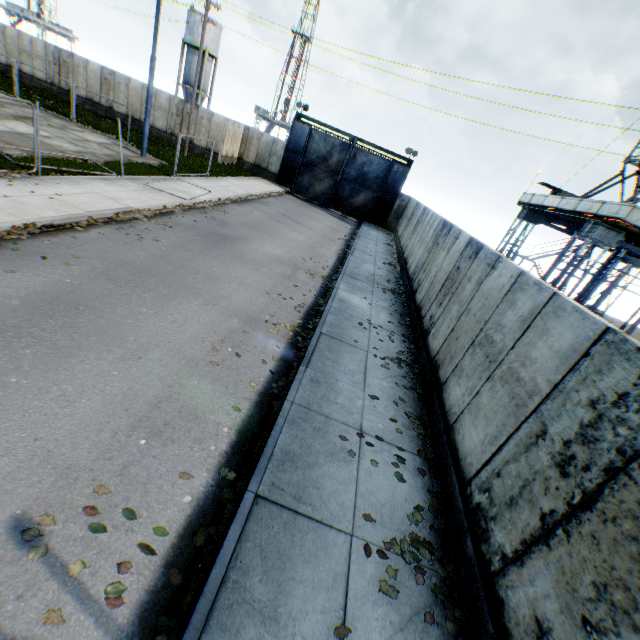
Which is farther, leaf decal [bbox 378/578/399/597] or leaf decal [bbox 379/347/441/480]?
leaf decal [bbox 379/347/441/480]

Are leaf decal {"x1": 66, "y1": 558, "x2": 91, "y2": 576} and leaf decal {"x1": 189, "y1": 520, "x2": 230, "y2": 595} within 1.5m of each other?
yes

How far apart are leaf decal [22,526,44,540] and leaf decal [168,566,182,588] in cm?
117

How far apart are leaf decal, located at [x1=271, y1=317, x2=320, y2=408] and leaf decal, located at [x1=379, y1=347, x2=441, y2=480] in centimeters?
188cm

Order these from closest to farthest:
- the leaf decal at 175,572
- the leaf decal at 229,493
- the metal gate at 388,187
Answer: the leaf decal at 175,572 → the leaf decal at 229,493 → the metal gate at 388,187

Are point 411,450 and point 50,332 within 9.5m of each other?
yes

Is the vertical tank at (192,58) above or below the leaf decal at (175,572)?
above

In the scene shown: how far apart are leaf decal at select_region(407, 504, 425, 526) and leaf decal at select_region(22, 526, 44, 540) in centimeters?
352cm
